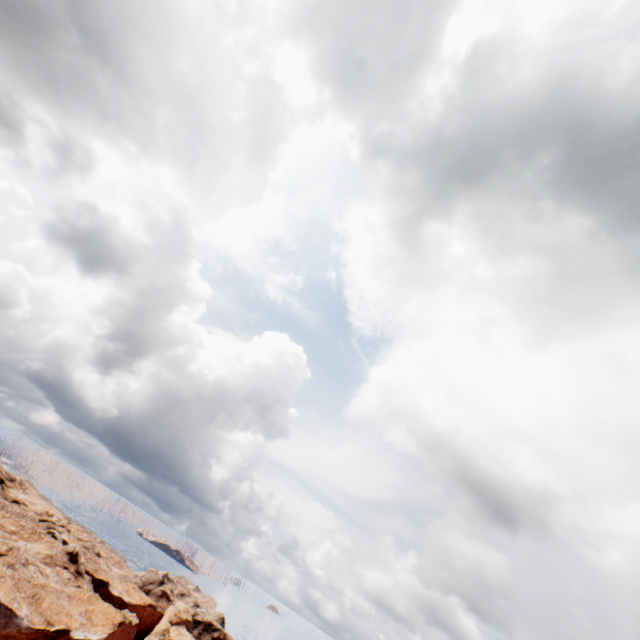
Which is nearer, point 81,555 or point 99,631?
point 99,631
